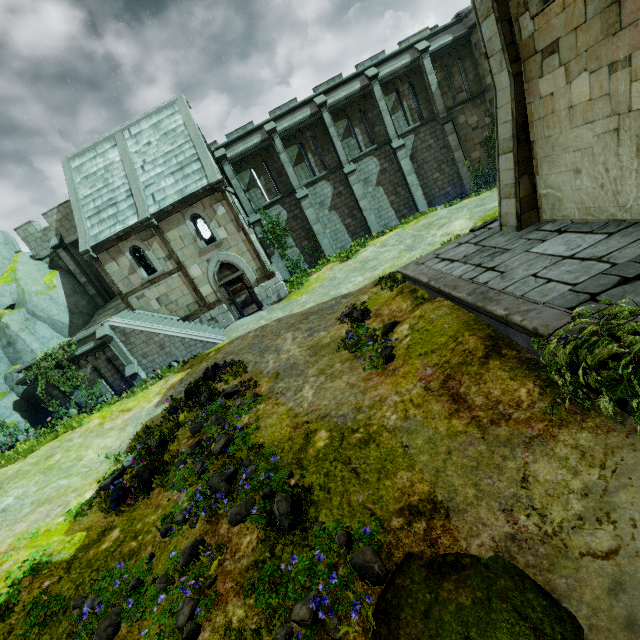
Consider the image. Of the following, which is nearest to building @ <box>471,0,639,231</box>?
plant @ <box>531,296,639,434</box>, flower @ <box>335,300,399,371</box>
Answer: plant @ <box>531,296,639,434</box>

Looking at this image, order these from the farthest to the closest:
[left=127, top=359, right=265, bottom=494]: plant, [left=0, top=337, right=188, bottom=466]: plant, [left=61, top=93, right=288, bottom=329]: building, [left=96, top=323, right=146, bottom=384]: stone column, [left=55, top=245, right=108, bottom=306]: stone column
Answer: [left=55, top=245, right=108, bottom=306]: stone column, [left=61, top=93, right=288, bottom=329]: building, [left=96, top=323, right=146, bottom=384]: stone column, [left=0, top=337, right=188, bottom=466]: plant, [left=127, top=359, right=265, bottom=494]: plant

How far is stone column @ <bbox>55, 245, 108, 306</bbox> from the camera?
22.09m

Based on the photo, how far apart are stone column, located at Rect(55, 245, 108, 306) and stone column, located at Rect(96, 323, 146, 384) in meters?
7.9 m

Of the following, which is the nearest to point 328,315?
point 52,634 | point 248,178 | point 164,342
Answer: point 164,342

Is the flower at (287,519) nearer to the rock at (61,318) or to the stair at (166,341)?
the stair at (166,341)

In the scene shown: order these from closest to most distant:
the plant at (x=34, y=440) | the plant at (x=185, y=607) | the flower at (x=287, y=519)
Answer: the plant at (x=185, y=607) → the flower at (x=287, y=519) → the plant at (x=34, y=440)

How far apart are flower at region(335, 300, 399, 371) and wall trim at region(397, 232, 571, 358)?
1.2m
